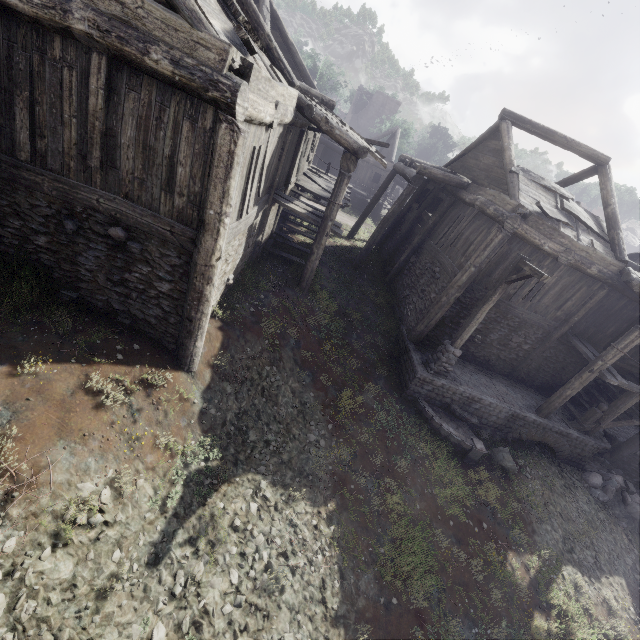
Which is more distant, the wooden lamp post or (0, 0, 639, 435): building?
the wooden lamp post

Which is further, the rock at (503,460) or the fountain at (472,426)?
the rock at (503,460)

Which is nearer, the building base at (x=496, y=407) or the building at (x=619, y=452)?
the building base at (x=496, y=407)

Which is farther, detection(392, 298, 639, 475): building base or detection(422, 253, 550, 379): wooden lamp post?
detection(392, 298, 639, 475): building base

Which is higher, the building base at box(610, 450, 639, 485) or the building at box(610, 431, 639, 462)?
the building at box(610, 431, 639, 462)

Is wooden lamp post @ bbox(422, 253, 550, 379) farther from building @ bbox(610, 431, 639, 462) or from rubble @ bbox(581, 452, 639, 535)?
rubble @ bbox(581, 452, 639, 535)

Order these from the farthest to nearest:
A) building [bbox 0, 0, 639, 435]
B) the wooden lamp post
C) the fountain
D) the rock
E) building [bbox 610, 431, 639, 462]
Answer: building [bbox 610, 431, 639, 462] → the rock → the fountain → the wooden lamp post → building [bbox 0, 0, 639, 435]

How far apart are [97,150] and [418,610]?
11.1 meters
